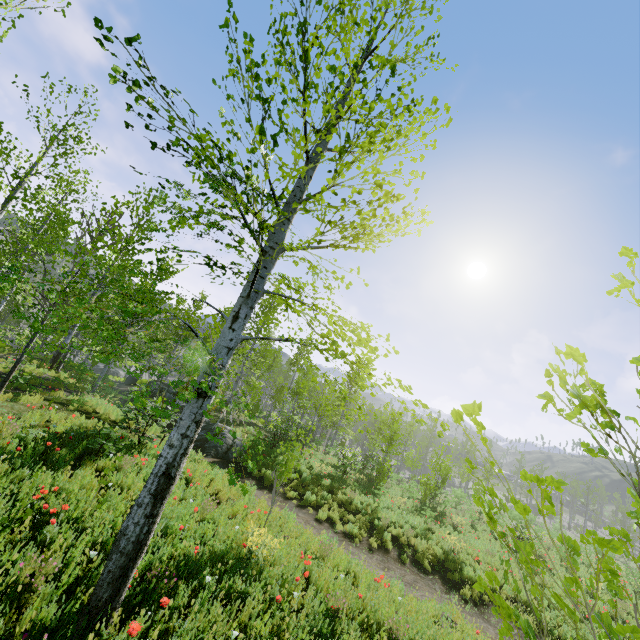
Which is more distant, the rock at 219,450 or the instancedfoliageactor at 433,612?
the rock at 219,450

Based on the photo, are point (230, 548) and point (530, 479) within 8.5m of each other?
yes

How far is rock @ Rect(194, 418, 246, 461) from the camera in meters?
14.8 m

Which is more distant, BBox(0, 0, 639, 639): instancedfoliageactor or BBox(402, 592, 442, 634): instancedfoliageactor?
BBox(402, 592, 442, 634): instancedfoliageactor

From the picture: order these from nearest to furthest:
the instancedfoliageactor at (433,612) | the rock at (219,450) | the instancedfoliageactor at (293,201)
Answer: the instancedfoliageactor at (293,201) → the instancedfoliageactor at (433,612) → the rock at (219,450)

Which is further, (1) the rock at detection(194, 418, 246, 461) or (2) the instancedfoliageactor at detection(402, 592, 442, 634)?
(1) the rock at detection(194, 418, 246, 461)

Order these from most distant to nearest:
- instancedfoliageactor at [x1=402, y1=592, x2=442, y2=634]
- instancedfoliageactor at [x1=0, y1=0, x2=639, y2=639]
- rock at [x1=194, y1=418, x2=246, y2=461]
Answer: rock at [x1=194, y1=418, x2=246, y2=461], instancedfoliageactor at [x1=402, y1=592, x2=442, y2=634], instancedfoliageactor at [x1=0, y1=0, x2=639, y2=639]

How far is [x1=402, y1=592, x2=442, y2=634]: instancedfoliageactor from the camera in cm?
606
